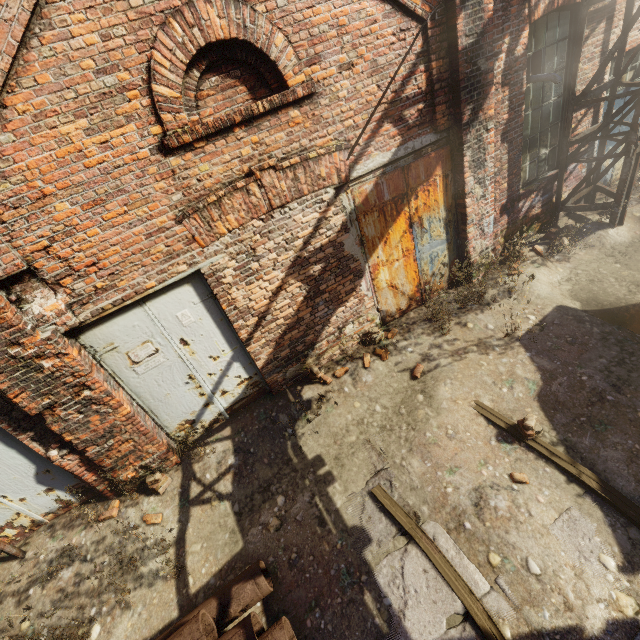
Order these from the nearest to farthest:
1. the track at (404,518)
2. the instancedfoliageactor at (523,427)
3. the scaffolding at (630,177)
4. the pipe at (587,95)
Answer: the track at (404,518) < the instancedfoliageactor at (523,427) < the pipe at (587,95) < the scaffolding at (630,177)

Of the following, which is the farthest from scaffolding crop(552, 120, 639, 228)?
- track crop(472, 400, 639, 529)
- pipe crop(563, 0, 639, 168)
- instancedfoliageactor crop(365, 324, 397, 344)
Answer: track crop(472, 400, 639, 529)

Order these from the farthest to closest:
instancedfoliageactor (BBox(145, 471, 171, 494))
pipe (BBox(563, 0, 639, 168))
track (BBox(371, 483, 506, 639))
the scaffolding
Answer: the scaffolding → pipe (BBox(563, 0, 639, 168)) → instancedfoliageactor (BBox(145, 471, 171, 494)) → track (BBox(371, 483, 506, 639))

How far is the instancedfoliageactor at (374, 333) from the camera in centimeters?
548cm

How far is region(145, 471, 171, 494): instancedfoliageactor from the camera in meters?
4.6

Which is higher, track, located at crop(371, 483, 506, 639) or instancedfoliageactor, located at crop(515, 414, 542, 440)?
instancedfoliageactor, located at crop(515, 414, 542, 440)

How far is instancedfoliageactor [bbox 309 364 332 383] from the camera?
5.4m

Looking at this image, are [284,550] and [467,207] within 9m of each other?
yes
